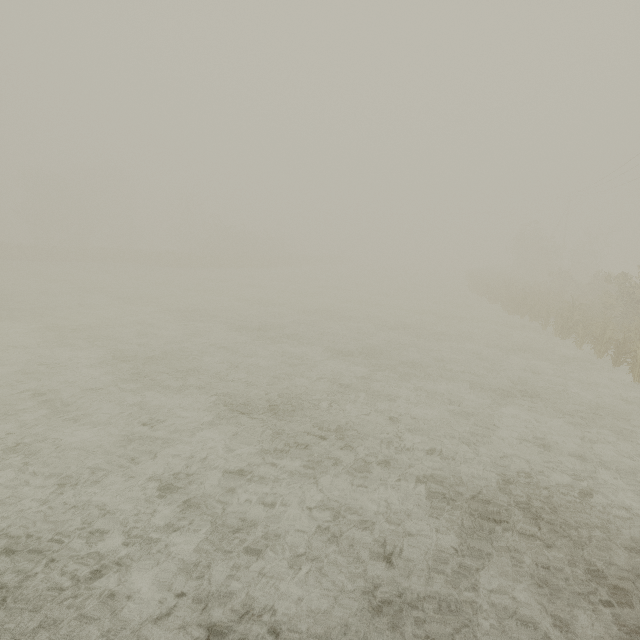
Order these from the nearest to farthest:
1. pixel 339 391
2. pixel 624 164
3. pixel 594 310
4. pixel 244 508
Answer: pixel 244 508 → pixel 339 391 → pixel 594 310 → pixel 624 164
